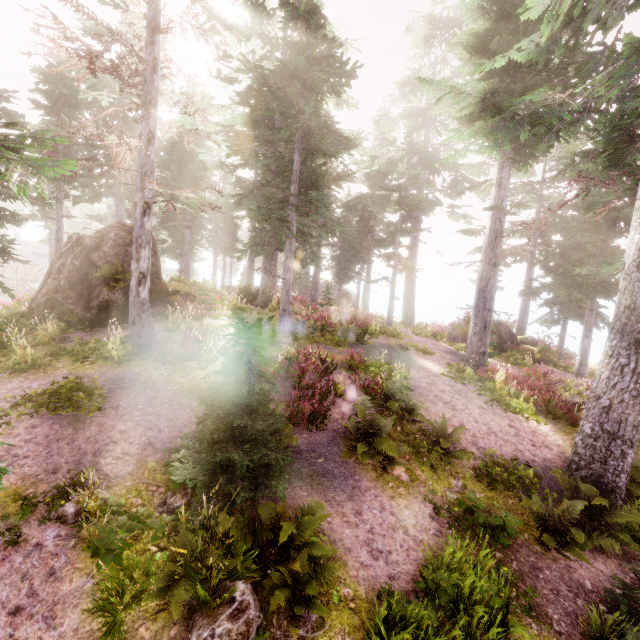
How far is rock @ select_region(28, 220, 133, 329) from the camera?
12.84m

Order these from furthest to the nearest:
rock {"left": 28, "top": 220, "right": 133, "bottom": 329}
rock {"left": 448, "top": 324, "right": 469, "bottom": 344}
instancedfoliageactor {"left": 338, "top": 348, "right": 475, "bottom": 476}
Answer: rock {"left": 448, "top": 324, "right": 469, "bottom": 344}
rock {"left": 28, "top": 220, "right": 133, "bottom": 329}
instancedfoliageactor {"left": 338, "top": 348, "right": 475, "bottom": 476}

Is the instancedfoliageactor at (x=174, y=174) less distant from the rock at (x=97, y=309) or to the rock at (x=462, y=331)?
the rock at (x=97, y=309)

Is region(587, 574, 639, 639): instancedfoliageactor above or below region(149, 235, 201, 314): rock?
below

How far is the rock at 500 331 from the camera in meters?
20.8 m

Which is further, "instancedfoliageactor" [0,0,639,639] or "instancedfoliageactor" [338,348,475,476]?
"instancedfoliageactor" [338,348,475,476]

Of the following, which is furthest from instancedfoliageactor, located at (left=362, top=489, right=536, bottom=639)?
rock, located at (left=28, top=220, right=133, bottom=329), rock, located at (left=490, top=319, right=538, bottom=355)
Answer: rock, located at (left=490, top=319, right=538, bottom=355)

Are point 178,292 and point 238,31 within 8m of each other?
no
